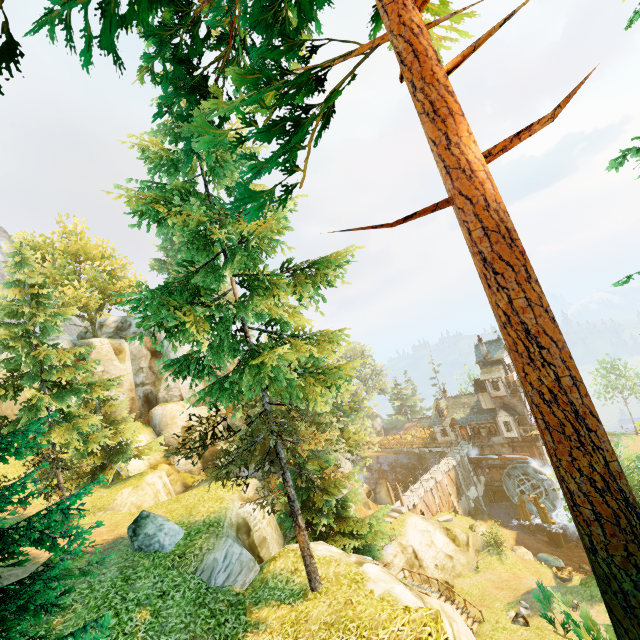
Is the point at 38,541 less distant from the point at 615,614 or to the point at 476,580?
the point at 615,614

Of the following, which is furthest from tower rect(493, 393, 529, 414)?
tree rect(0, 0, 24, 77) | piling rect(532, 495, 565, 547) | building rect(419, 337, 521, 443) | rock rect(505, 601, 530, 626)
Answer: rock rect(505, 601, 530, 626)

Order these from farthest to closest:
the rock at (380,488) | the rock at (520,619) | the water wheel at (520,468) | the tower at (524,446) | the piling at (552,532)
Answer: the rock at (380,488), the tower at (524,446), the water wheel at (520,468), the piling at (552,532), the rock at (520,619)

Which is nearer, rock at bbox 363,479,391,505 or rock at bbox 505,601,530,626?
rock at bbox 505,601,530,626

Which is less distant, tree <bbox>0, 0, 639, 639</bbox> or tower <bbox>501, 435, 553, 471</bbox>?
tree <bbox>0, 0, 639, 639</bbox>

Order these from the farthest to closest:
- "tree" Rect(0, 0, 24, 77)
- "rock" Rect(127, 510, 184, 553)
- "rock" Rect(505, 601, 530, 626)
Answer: "rock" Rect(505, 601, 530, 626) < "rock" Rect(127, 510, 184, 553) < "tree" Rect(0, 0, 24, 77)

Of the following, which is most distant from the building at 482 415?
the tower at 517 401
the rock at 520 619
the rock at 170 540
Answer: the rock at 170 540

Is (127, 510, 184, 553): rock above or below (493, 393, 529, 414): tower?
above
